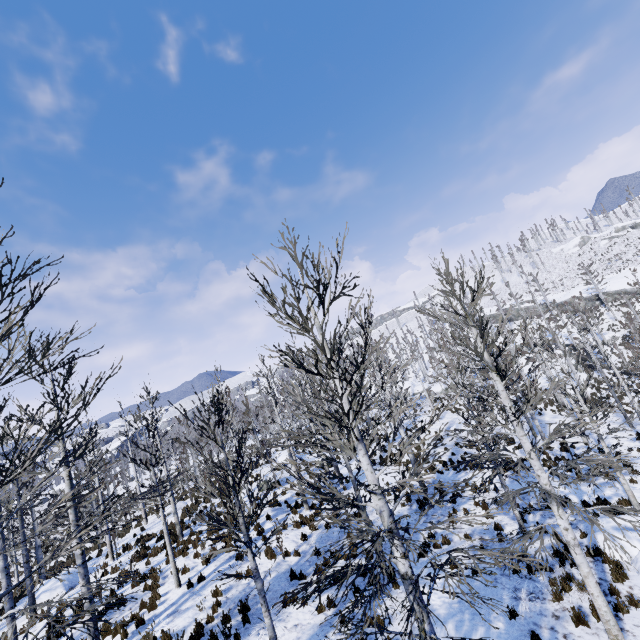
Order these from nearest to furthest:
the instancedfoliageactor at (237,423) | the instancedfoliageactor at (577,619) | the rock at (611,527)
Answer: the instancedfoliageactor at (237,423)
the instancedfoliageactor at (577,619)
the rock at (611,527)

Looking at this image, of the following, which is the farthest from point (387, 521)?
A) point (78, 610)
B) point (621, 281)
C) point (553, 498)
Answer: point (621, 281)

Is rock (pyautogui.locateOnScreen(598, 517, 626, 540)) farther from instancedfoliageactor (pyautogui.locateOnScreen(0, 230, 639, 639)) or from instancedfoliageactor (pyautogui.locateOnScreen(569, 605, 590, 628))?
instancedfoliageactor (pyautogui.locateOnScreen(569, 605, 590, 628))

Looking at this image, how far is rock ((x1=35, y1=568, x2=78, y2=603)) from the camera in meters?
15.2

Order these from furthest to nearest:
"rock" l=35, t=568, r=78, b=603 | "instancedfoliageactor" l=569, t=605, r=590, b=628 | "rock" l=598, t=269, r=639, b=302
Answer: "rock" l=598, t=269, r=639, b=302 → "rock" l=35, t=568, r=78, b=603 → "instancedfoliageactor" l=569, t=605, r=590, b=628

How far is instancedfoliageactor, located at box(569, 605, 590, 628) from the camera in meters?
7.6 m

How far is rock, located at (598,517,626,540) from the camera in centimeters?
1044cm

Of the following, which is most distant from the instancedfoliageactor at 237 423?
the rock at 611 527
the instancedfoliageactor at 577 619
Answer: the instancedfoliageactor at 577 619
